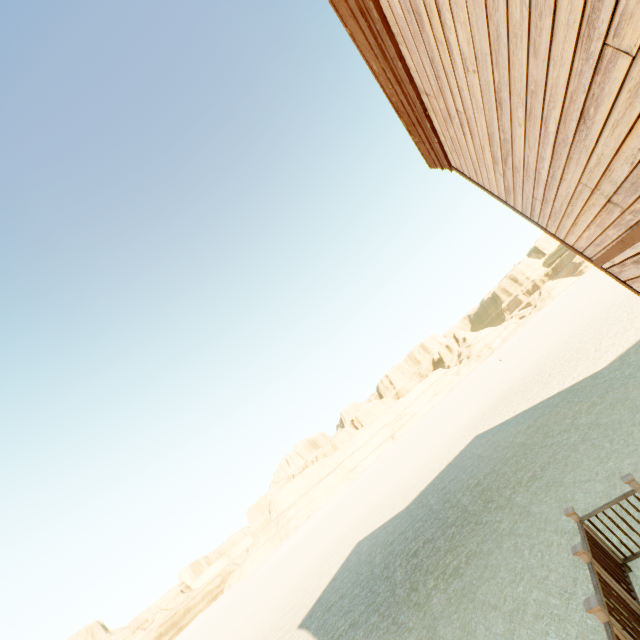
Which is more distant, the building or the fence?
the fence

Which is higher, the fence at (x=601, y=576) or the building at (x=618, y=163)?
the building at (x=618, y=163)

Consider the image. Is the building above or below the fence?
above

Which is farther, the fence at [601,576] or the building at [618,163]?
the fence at [601,576]

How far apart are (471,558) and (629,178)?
9.8 meters
